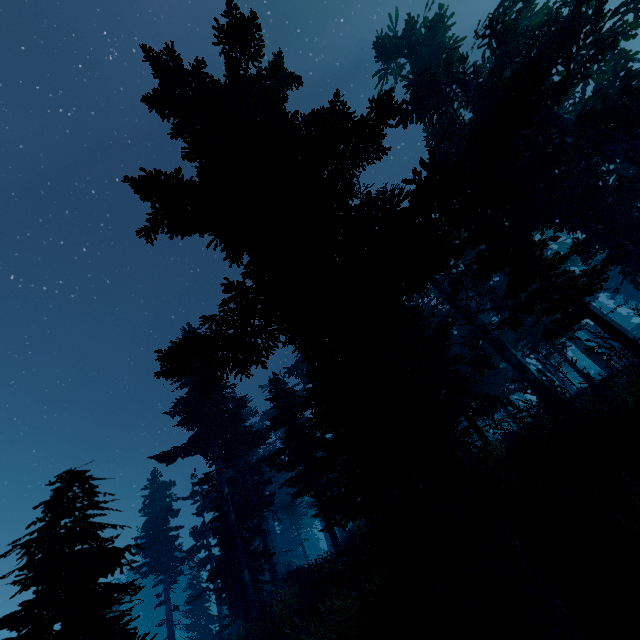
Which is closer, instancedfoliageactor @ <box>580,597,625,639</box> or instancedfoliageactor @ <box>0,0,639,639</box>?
instancedfoliageactor @ <box>580,597,625,639</box>

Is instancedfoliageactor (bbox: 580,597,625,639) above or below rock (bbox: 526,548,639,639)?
below

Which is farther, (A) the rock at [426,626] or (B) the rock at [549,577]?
(A) the rock at [426,626]

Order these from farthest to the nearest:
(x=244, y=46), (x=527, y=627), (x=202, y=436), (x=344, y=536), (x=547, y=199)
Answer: (x=344, y=536) → (x=202, y=436) → (x=547, y=199) → (x=244, y=46) → (x=527, y=627)

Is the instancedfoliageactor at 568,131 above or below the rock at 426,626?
above

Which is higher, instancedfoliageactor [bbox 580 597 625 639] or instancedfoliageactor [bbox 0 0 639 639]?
Answer: instancedfoliageactor [bbox 0 0 639 639]
